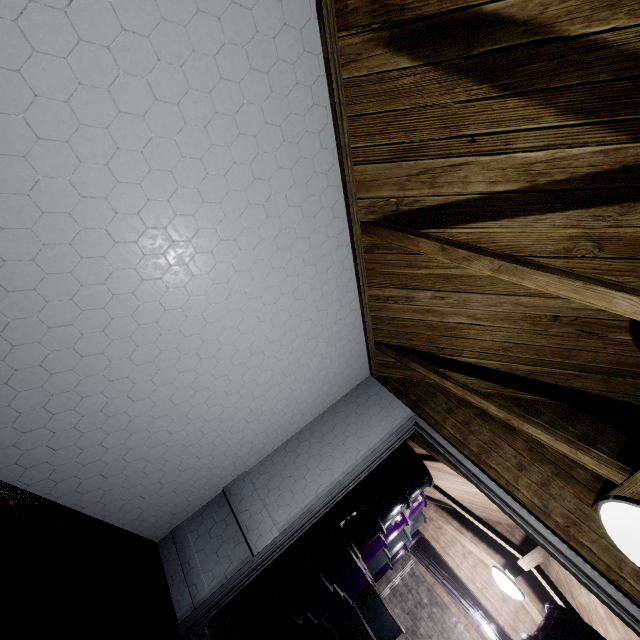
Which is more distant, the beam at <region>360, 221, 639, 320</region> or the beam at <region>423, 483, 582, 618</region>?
the beam at <region>423, 483, 582, 618</region>

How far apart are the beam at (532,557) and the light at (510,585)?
0.2m

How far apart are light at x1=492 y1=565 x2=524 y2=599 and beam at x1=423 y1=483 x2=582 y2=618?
0.2 meters

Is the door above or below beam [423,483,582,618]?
below

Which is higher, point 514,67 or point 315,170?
point 514,67

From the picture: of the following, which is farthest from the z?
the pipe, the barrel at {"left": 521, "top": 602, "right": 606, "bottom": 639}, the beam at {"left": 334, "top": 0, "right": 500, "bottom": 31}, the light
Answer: the pipe

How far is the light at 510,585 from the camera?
3.2 meters

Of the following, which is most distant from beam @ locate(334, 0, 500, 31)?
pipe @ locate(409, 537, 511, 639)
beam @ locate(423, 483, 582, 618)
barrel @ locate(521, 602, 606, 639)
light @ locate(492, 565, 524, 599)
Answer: pipe @ locate(409, 537, 511, 639)
